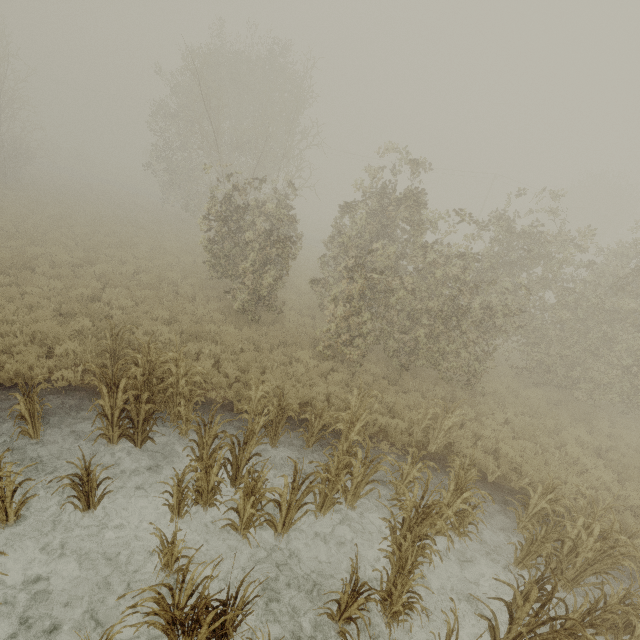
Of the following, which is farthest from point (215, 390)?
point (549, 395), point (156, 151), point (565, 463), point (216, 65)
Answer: point (216, 65)

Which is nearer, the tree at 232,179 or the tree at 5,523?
the tree at 5,523

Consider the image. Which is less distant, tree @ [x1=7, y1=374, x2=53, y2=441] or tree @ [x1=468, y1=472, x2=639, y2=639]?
tree @ [x1=468, y1=472, x2=639, y2=639]

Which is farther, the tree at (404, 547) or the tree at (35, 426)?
the tree at (35, 426)

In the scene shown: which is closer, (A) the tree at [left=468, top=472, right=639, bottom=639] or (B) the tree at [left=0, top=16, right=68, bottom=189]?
(A) the tree at [left=468, top=472, right=639, bottom=639]

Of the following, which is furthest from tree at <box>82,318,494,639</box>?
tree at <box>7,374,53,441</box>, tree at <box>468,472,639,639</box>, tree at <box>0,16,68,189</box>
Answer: tree at <box>0,16,68,189</box>

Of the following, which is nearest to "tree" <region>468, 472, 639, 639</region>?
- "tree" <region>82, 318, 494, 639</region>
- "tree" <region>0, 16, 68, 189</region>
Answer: "tree" <region>82, 318, 494, 639</region>

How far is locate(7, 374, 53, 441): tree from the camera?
5.4m
